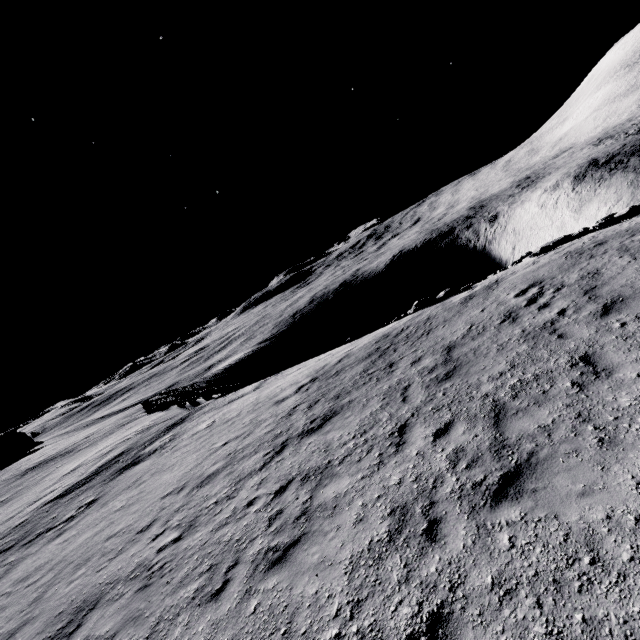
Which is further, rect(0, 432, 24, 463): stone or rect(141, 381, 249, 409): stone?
rect(0, 432, 24, 463): stone

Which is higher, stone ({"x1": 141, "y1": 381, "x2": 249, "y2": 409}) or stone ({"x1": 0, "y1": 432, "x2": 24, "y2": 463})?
stone ({"x1": 0, "y1": 432, "x2": 24, "y2": 463})

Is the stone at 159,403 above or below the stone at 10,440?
below

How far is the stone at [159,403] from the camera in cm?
2655

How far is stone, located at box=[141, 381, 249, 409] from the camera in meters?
26.5 m

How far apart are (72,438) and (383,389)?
51.42m
